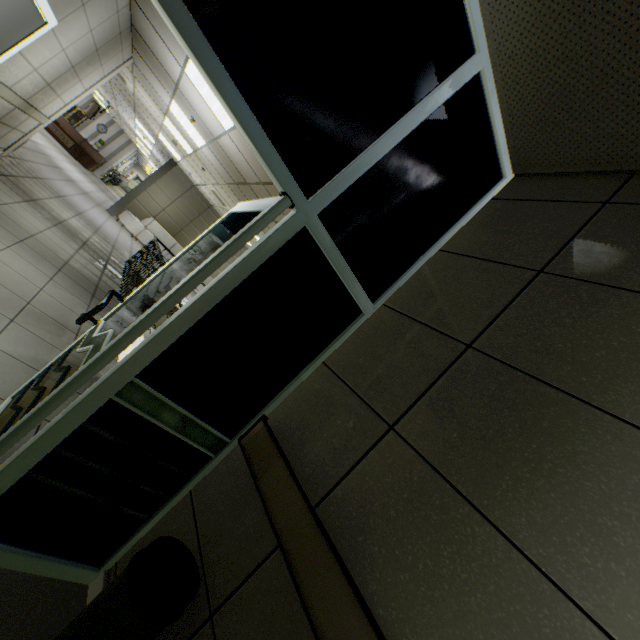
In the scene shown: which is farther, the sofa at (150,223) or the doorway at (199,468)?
the sofa at (150,223)

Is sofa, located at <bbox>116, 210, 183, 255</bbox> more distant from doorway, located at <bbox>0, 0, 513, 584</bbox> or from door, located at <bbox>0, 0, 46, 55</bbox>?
doorway, located at <bbox>0, 0, 513, 584</bbox>

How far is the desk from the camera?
17.2m

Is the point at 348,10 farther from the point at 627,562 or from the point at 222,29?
the point at 627,562

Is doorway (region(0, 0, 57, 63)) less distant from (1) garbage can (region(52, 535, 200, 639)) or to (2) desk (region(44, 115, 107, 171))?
(1) garbage can (region(52, 535, 200, 639))

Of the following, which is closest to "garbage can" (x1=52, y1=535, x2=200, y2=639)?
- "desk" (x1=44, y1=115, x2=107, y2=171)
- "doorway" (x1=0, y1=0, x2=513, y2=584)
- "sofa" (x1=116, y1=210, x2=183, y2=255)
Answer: "doorway" (x1=0, y1=0, x2=513, y2=584)

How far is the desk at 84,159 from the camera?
17.2m

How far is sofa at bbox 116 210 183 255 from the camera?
12.3 meters
